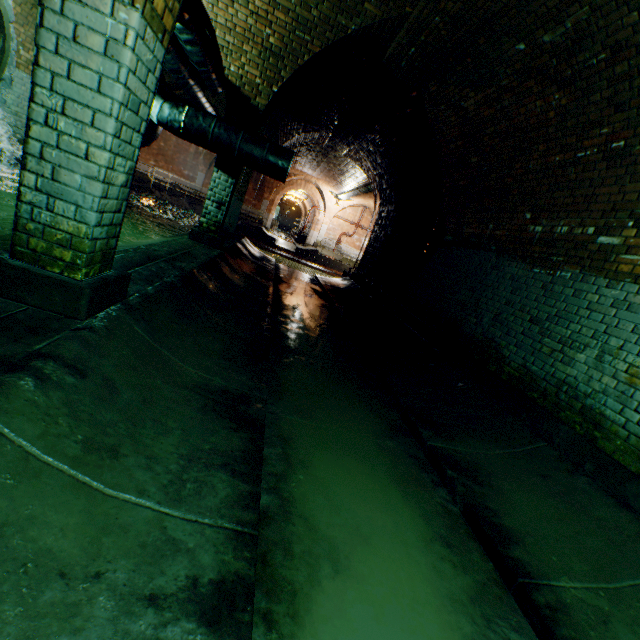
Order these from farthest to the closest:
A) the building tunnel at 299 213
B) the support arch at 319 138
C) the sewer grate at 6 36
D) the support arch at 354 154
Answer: the building tunnel at 299 213, the support arch at 354 154, the support arch at 319 138, the sewer grate at 6 36

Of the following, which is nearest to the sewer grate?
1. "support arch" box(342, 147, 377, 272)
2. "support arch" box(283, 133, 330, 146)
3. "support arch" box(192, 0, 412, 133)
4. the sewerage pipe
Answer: the sewerage pipe

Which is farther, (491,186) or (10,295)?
(491,186)

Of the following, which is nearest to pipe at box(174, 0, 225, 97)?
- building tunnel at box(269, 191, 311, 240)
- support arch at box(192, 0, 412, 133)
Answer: support arch at box(192, 0, 412, 133)

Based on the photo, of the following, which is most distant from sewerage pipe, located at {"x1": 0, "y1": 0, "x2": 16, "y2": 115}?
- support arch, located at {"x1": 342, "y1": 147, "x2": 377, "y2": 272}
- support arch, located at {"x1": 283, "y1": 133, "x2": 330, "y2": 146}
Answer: support arch, located at {"x1": 342, "y1": 147, "x2": 377, "y2": 272}

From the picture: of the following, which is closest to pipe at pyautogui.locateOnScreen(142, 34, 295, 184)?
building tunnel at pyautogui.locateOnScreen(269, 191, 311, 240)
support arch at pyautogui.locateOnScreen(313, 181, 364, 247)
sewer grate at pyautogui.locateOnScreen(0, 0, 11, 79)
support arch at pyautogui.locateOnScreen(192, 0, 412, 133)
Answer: support arch at pyautogui.locateOnScreen(192, 0, 412, 133)

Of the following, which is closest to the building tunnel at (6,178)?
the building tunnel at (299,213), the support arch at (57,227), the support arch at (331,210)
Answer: the support arch at (57,227)

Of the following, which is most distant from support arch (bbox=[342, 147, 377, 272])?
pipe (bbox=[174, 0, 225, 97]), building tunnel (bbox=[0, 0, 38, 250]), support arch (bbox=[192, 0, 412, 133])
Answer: pipe (bbox=[174, 0, 225, 97])
